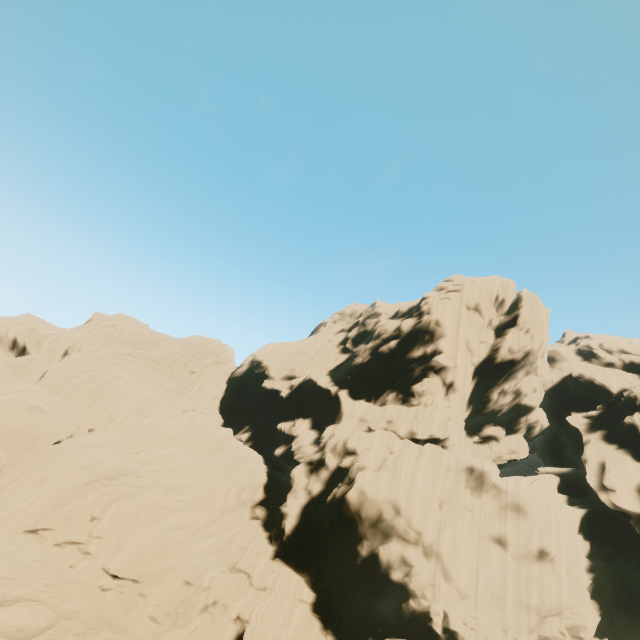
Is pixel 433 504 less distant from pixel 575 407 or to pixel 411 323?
pixel 411 323
